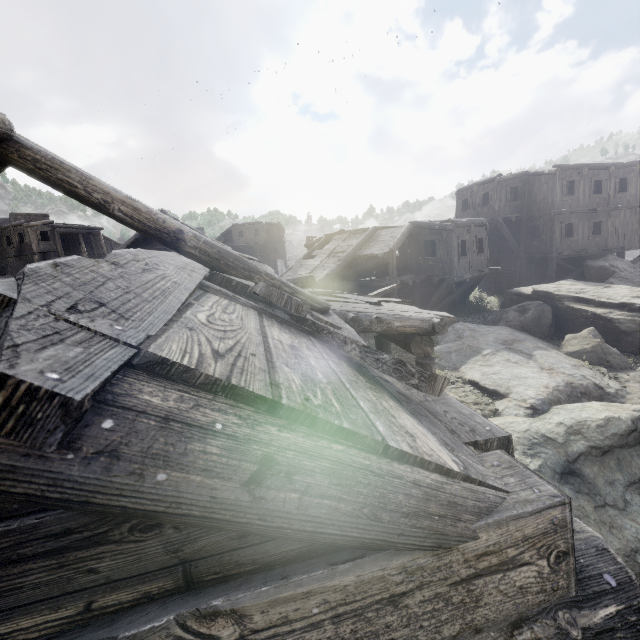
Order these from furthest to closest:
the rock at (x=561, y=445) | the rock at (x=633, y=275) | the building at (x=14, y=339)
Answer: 1. the rock at (x=633, y=275)
2. the rock at (x=561, y=445)
3. the building at (x=14, y=339)

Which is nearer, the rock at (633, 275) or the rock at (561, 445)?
the rock at (561, 445)

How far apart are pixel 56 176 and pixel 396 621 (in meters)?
5.83

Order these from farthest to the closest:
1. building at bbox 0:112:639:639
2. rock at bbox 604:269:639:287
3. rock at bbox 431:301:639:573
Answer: Result: rock at bbox 604:269:639:287, rock at bbox 431:301:639:573, building at bbox 0:112:639:639

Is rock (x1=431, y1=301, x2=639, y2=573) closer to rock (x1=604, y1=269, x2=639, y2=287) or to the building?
the building

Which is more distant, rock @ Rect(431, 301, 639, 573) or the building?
rock @ Rect(431, 301, 639, 573)

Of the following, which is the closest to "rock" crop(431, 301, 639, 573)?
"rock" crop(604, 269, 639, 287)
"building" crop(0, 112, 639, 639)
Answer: "building" crop(0, 112, 639, 639)
